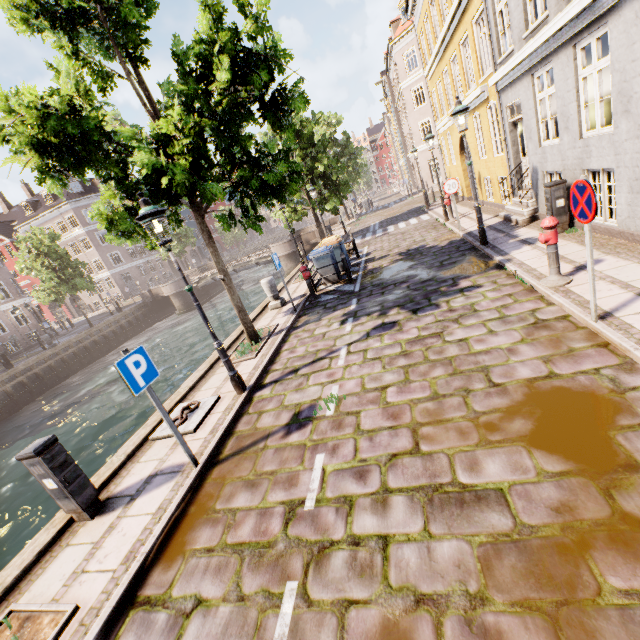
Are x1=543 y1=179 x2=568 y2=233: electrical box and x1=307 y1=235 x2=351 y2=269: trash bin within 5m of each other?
no

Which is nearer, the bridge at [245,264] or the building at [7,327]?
the bridge at [245,264]

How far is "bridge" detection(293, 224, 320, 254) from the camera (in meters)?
27.46

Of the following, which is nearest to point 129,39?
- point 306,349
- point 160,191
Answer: point 160,191

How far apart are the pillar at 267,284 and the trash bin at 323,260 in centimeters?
166cm

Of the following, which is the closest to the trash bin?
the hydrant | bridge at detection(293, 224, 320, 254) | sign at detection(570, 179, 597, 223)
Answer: the hydrant

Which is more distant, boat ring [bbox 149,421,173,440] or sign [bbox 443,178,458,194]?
sign [bbox 443,178,458,194]

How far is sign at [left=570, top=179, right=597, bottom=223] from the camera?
3.7m
